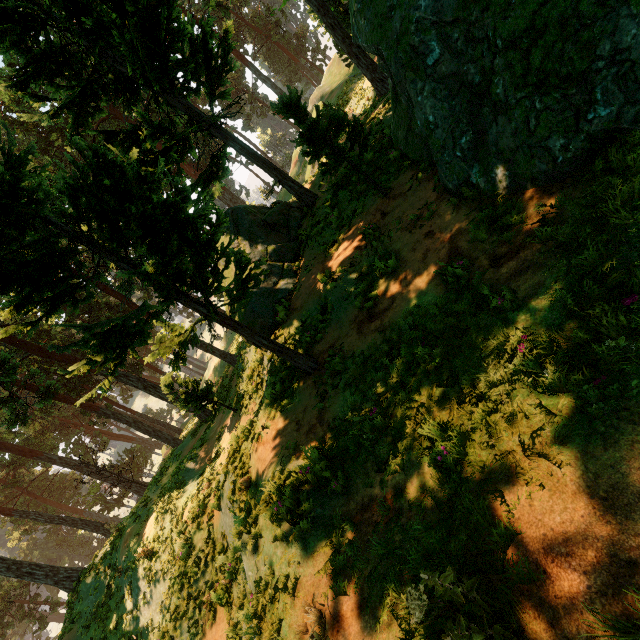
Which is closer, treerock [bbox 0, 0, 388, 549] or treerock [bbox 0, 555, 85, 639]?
treerock [bbox 0, 0, 388, 549]

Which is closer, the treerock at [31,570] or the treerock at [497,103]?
the treerock at [497,103]

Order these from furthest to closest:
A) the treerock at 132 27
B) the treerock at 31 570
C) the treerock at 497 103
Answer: the treerock at 31 570 < the treerock at 132 27 < the treerock at 497 103

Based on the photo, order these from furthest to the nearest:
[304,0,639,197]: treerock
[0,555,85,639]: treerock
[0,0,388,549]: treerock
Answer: [0,555,85,639]: treerock, [0,0,388,549]: treerock, [304,0,639,197]: treerock

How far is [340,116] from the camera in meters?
7.9
